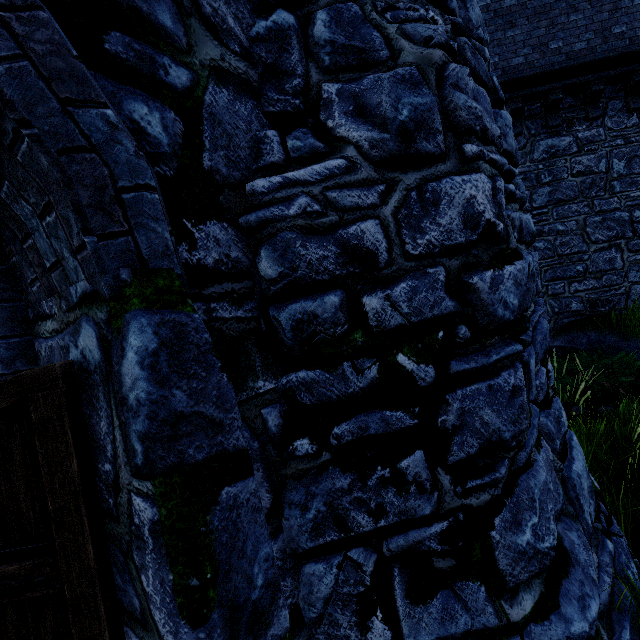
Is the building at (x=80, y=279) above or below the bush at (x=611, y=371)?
above

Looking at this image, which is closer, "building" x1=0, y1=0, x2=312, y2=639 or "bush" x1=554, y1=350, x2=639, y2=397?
"building" x1=0, y1=0, x2=312, y2=639

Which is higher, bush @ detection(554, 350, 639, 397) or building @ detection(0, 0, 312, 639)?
building @ detection(0, 0, 312, 639)

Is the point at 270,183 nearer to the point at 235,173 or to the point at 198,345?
the point at 235,173

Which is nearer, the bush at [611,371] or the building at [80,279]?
the building at [80,279]
